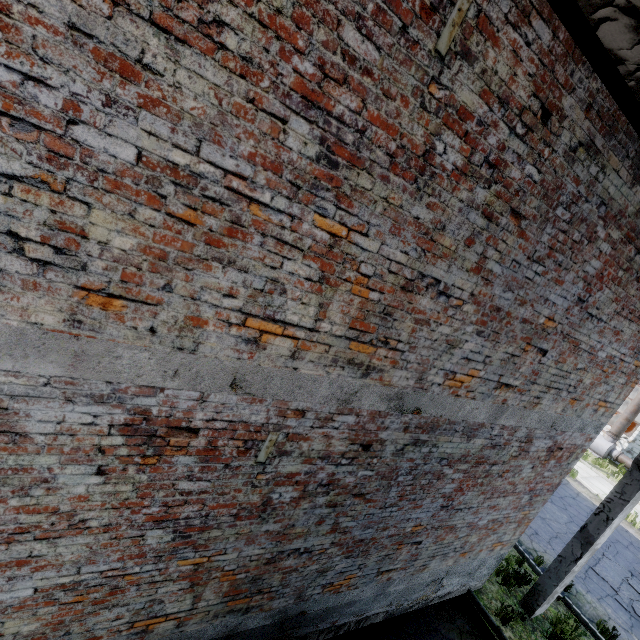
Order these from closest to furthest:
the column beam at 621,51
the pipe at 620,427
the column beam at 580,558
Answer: the column beam at 621,51 < the column beam at 580,558 < the pipe at 620,427

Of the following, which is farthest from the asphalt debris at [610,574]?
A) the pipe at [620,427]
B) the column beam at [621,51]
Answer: the pipe at [620,427]

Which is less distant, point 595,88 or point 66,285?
point 66,285

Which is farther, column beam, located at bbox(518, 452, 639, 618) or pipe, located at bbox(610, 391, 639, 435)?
pipe, located at bbox(610, 391, 639, 435)

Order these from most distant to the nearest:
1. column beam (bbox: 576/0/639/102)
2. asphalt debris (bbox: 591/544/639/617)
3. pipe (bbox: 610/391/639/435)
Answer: pipe (bbox: 610/391/639/435) → asphalt debris (bbox: 591/544/639/617) → column beam (bbox: 576/0/639/102)

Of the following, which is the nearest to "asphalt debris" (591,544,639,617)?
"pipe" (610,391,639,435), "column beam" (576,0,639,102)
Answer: "column beam" (576,0,639,102)

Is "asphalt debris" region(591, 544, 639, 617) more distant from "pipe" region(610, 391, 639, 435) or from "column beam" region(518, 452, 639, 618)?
"pipe" region(610, 391, 639, 435)

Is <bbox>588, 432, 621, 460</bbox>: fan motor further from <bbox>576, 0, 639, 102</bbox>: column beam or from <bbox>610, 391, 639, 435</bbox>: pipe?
<bbox>576, 0, 639, 102</bbox>: column beam
